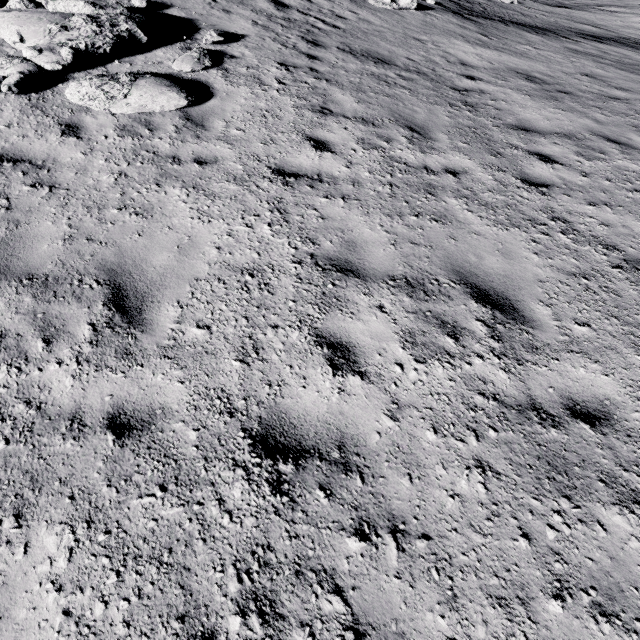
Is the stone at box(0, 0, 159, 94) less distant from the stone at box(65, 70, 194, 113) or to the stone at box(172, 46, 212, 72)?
the stone at box(65, 70, 194, 113)

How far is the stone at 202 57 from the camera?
6.8 meters

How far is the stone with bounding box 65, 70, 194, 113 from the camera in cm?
564

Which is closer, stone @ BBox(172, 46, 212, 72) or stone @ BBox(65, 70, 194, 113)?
stone @ BBox(65, 70, 194, 113)

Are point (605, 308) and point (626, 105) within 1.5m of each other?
no

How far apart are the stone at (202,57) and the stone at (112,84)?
0.8m

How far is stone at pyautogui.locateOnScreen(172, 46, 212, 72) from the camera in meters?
6.8

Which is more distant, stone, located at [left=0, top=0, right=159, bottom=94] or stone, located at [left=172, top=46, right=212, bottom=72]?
stone, located at [left=172, top=46, right=212, bottom=72]
